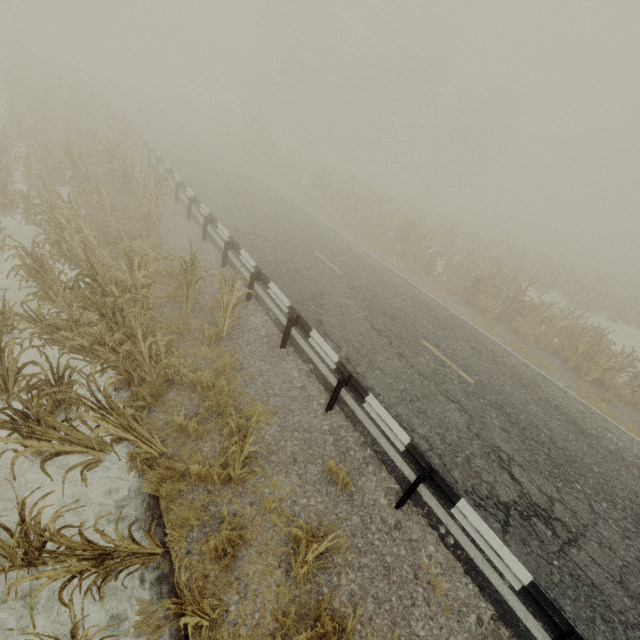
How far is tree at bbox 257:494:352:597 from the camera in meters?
3.3

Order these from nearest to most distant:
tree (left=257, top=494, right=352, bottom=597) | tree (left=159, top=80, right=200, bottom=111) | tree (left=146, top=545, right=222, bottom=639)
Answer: tree (left=146, top=545, right=222, bottom=639) < tree (left=257, top=494, right=352, bottom=597) < tree (left=159, top=80, right=200, bottom=111)

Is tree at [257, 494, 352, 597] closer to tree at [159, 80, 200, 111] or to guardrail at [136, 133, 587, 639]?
guardrail at [136, 133, 587, 639]

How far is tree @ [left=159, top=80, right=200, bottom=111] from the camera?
56.84m

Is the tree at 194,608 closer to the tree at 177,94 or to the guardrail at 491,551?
the guardrail at 491,551

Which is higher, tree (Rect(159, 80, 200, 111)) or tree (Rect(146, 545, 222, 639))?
tree (Rect(159, 80, 200, 111))

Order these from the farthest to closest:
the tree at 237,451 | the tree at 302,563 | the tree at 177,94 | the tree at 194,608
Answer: the tree at 177,94, the tree at 237,451, the tree at 302,563, the tree at 194,608

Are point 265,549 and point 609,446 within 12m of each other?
yes
